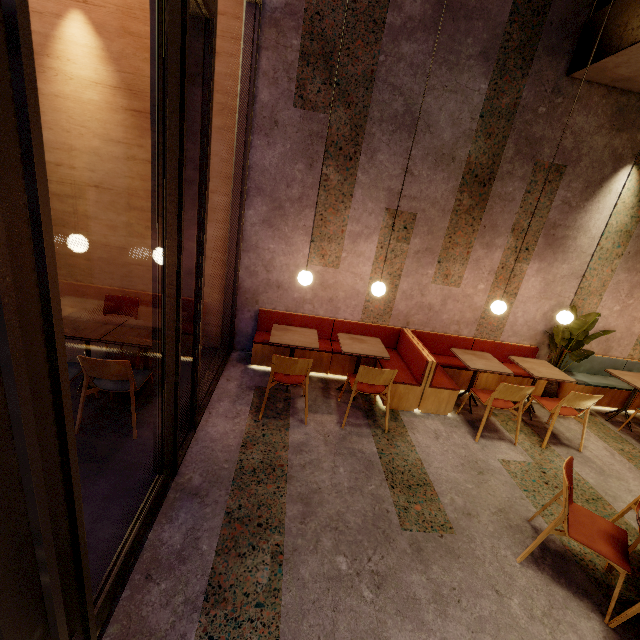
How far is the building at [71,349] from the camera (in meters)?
4.30

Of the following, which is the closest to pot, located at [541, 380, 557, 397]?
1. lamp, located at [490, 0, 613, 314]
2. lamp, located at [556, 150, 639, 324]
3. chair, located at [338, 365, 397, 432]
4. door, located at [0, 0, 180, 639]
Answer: lamp, located at [556, 150, 639, 324]

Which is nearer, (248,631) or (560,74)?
(248,631)

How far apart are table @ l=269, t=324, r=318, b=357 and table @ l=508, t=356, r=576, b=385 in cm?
308

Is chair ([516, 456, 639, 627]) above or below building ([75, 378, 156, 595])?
above

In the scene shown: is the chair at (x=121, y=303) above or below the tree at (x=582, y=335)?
below

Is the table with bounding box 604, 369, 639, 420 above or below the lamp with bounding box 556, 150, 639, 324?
below

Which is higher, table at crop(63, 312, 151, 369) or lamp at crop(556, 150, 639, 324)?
lamp at crop(556, 150, 639, 324)
